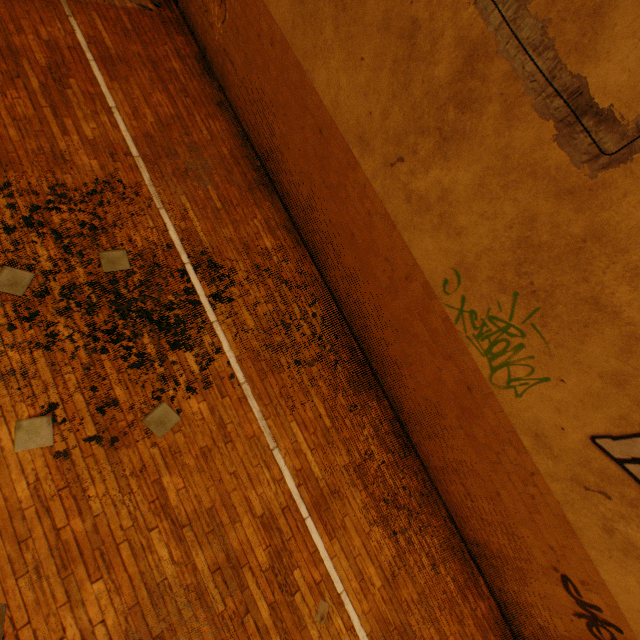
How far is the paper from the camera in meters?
4.0

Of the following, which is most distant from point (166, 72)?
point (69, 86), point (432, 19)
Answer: point (432, 19)

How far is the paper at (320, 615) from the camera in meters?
4.0 m
